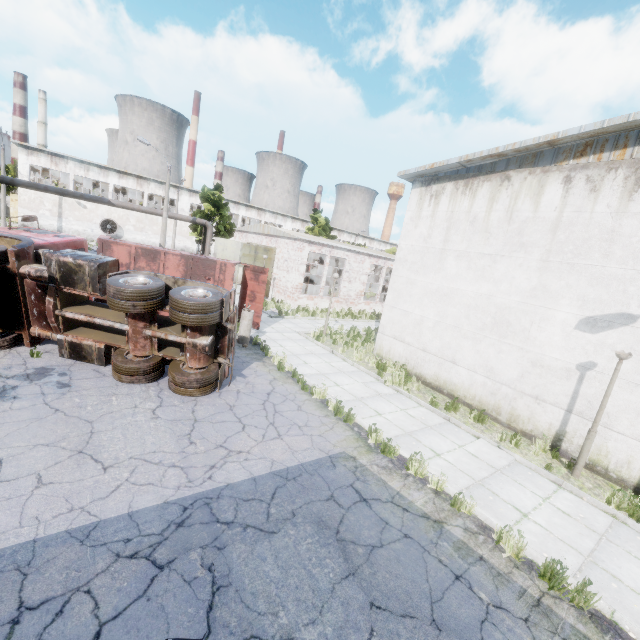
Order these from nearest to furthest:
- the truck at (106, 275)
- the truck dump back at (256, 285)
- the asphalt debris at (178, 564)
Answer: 1. the asphalt debris at (178, 564)
2. the truck at (106, 275)
3. the truck dump back at (256, 285)

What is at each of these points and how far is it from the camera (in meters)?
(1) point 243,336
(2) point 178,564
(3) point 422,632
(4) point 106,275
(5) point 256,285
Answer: (1) lamp post, 13.22
(2) asphalt debris, 4.09
(3) asphalt debris, 3.86
(4) truck, 8.43
(5) truck dump back, 15.32

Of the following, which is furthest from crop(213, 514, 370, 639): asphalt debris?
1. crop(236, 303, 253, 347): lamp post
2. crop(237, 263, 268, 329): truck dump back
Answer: crop(237, 263, 268, 329): truck dump back

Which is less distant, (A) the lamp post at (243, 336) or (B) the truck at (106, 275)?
(B) the truck at (106, 275)

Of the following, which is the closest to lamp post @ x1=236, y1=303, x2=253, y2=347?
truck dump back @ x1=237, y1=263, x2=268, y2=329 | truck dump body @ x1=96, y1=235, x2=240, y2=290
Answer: truck dump body @ x1=96, y1=235, x2=240, y2=290

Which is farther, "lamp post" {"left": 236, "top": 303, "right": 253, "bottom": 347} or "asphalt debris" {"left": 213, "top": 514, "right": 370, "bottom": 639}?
"lamp post" {"left": 236, "top": 303, "right": 253, "bottom": 347}

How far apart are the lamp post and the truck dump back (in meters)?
1.77

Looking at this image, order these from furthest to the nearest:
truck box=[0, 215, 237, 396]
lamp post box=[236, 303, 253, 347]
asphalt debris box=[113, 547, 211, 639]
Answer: lamp post box=[236, 303, 253, 347], truck box=[0, 215, 237, 396], asphalt debris box=[113, 547, 211, 639]
